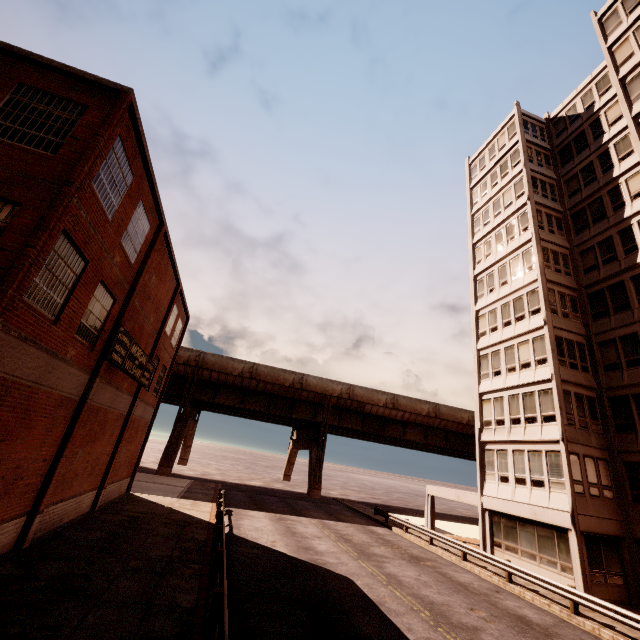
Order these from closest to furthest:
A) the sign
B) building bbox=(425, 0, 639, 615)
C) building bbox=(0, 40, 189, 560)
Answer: building bbox=(0, 40, 189, 560)
the sign
building bbox=(425, 0, 639, 615)

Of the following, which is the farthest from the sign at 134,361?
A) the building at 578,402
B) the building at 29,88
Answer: the building at 578,402

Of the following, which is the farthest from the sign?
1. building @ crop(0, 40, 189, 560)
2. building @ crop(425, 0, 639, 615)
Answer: building @ crop(425, 0, 639, 615)

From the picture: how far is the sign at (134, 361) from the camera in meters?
13.6 m

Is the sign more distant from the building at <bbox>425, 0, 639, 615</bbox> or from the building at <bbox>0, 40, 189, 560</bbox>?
the building at <bbox>425, 0, 639, 615</bbox>

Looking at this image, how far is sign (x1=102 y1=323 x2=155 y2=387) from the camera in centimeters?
1362cm

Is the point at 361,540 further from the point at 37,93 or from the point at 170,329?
the point at 37,93
